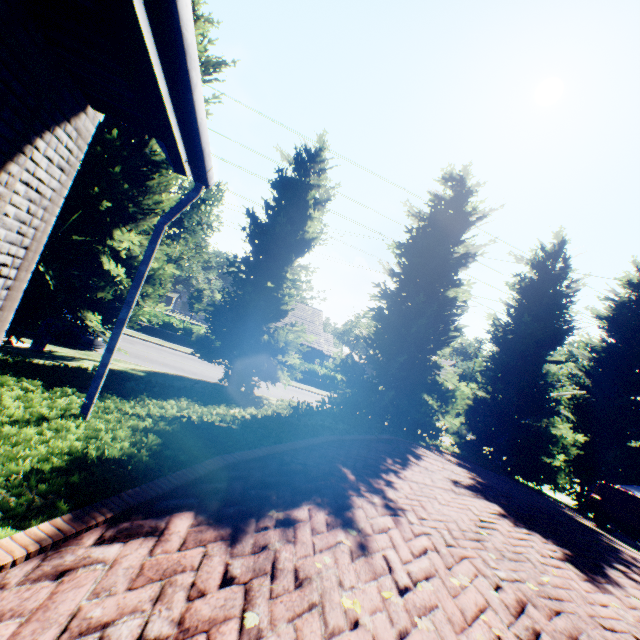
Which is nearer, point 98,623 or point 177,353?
point 98,623

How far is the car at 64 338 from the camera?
12.97m

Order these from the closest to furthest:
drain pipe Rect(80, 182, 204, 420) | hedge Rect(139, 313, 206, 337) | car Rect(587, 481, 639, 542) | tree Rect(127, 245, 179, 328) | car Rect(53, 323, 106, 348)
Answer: drain pipe Rect(80, 182, 204, 420), car Rect(587, 481, 639, 542), tree Rect(127, 245, 179, 328), car Rect(53, 323, 106, 348), hedge Rect(139, 313, 206, 337)

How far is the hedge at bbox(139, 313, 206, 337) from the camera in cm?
2609

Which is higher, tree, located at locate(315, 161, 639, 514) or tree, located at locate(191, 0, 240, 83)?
tree, located at locate(191, 0, 240, 83)

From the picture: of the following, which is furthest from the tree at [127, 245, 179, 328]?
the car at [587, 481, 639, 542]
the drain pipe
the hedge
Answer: the hedge

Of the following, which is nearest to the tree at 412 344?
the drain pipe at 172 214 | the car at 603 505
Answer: the car at 603 505

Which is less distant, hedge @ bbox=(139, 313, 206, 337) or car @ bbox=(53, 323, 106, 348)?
car @ bbox=(53, 323, 106, 348)
